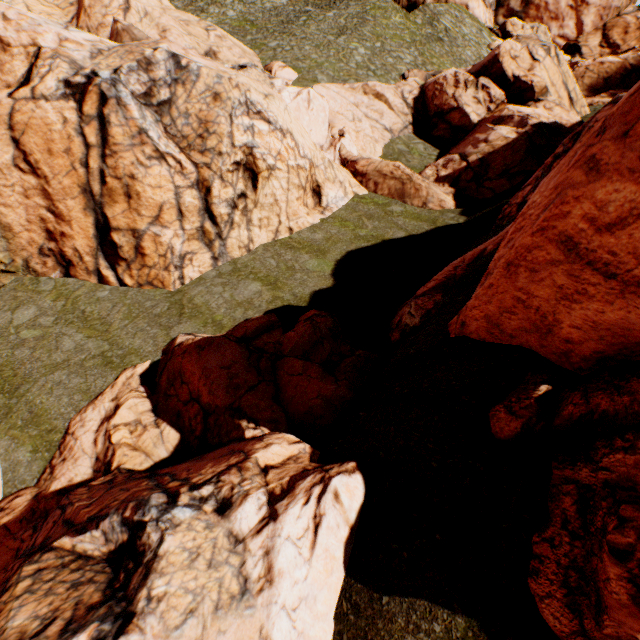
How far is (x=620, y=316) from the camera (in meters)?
3.93
